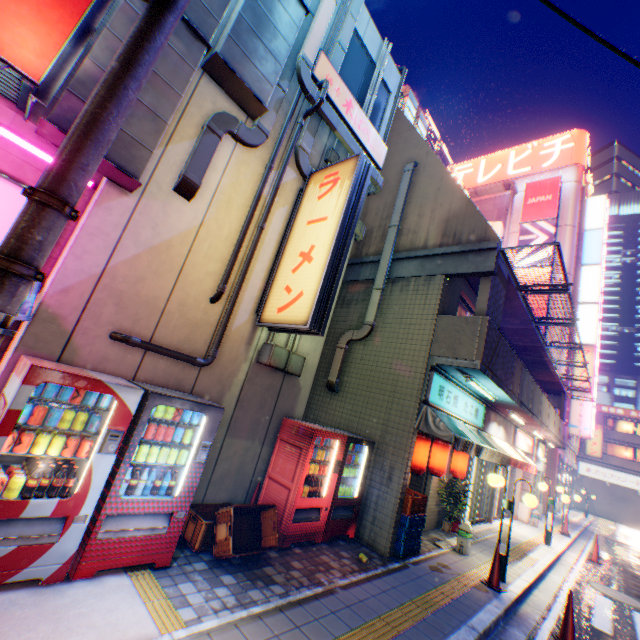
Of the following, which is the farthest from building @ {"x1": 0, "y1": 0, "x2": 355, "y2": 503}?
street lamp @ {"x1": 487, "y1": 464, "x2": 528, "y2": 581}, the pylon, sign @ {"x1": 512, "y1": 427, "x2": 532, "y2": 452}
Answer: sign @ {"x1": 512, "y1": 427, "x2": 532, "y2": 452}

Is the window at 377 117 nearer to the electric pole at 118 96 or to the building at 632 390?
the electric pole at 118 96

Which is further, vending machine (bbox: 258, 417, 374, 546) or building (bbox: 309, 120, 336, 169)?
building (bbox: 309, 120, 336, 169)

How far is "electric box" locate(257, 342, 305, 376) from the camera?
6.0m

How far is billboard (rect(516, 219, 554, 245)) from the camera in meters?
26.8 m

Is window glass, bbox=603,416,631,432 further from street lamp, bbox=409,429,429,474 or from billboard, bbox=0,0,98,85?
billboard, bbox=0,0,98,85

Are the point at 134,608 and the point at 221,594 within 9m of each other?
yes

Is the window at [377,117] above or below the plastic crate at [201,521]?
above
